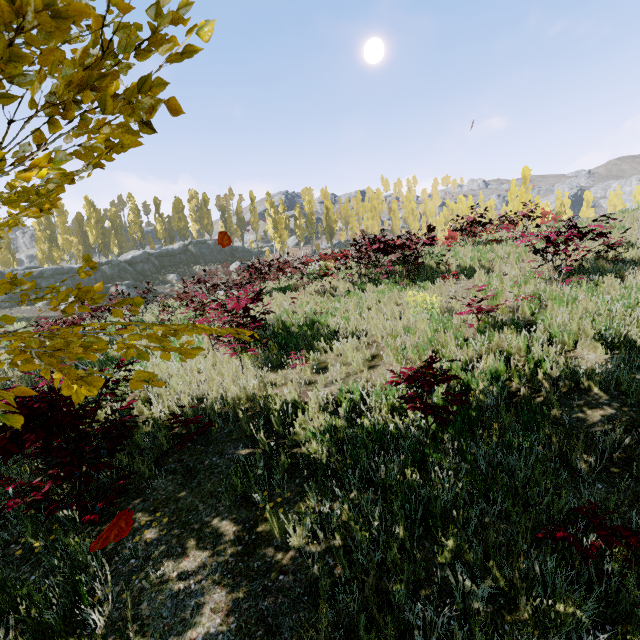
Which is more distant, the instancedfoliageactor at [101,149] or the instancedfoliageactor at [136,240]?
the instancedfoliageactor at [136,240]

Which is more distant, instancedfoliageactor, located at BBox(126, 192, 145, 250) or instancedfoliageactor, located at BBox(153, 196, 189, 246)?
instancedfoliageactor, located at BBox(153, 196, 189, 246)

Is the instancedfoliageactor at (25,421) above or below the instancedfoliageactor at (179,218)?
below

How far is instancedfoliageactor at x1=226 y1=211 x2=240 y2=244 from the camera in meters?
56.9 m

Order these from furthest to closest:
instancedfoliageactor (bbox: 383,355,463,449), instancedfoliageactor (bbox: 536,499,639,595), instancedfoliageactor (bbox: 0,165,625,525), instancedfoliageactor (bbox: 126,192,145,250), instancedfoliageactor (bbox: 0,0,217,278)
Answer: instancedfoliageactor (bbox: 126,192,145,250) → instancedfoliageactor (bbox: 383,355,463,449) → instancedfoliageactor (bbox: 536,499,639,595) → instancedfoliageactor (bbox: 0,165,625,525) → instancedfoliageactor (bbox: 0,0,217,278)

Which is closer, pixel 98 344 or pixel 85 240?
pixel 98 344
